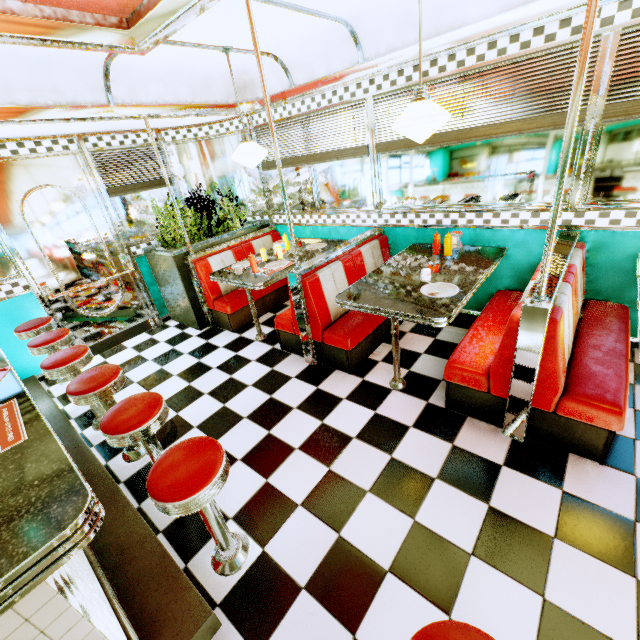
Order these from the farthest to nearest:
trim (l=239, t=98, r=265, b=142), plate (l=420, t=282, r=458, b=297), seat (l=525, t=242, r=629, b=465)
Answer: trim (l=239, t=98, r=265, b=142) < plate (l=420, t=282, r=458, b=297) < seat (l=525, t=242, r=629, b=465)

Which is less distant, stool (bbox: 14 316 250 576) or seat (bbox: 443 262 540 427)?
stool (bbox: 14 316 250 576)

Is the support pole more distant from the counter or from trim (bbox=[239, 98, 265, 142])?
the counter

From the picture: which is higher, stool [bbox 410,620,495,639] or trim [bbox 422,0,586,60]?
trim [bbox 422,0,586,60]

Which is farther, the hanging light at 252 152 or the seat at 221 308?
the seat at 221 308

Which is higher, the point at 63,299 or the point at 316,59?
the point at 316,59

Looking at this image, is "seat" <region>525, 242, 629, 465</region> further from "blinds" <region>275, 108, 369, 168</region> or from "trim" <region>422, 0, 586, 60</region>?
"blinds" <region>275, 108, 369, 168</region>

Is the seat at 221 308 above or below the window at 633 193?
below
